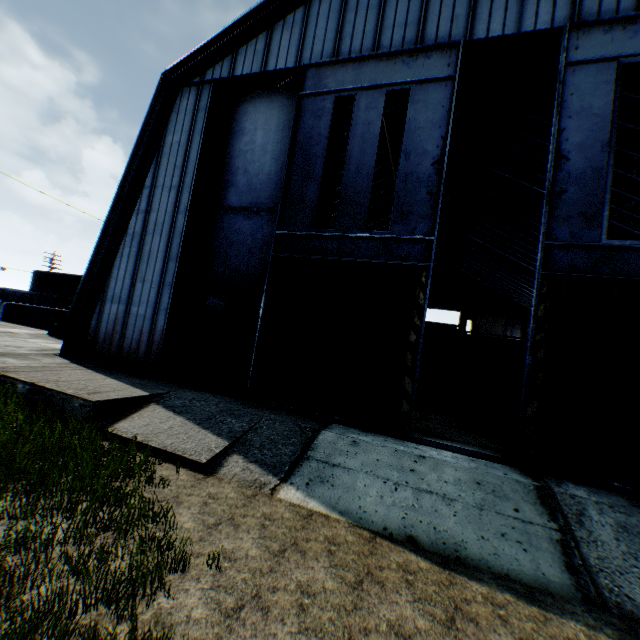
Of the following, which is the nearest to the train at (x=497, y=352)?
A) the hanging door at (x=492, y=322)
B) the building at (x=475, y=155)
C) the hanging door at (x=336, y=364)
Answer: the building at (x=475, y=155)

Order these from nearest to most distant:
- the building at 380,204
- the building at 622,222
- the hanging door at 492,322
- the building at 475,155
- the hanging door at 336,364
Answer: the hanging door at 336,364
the building at 475,155
the building at 622,222
the building at 380,204
the hanging door at 492,322

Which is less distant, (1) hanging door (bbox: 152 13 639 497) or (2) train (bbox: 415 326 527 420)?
(1) hanging door (bbox: 152 13 639 497)

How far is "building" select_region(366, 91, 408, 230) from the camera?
16.4m

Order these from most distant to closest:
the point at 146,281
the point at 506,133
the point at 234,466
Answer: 1. the point at 506,133
2. the point at 146,281
3. the point at 234,466

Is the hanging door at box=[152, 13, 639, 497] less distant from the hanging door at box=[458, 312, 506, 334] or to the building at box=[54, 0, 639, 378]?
the building at box=[54, 0, 639, 378]

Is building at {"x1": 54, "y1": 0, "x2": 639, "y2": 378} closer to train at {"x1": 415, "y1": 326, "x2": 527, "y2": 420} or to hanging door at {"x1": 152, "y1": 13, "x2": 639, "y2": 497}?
hanging door at {"x1": 152, "y1": 13, "x2": 639, "y2": 497}

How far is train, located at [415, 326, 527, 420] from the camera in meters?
14.2
